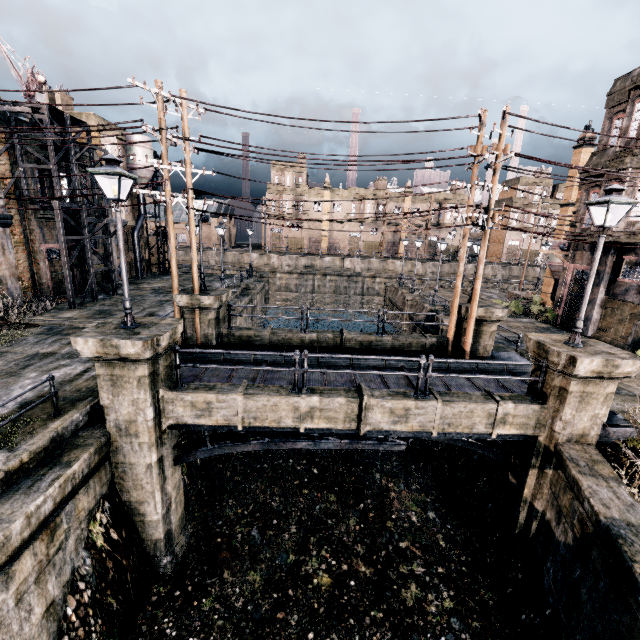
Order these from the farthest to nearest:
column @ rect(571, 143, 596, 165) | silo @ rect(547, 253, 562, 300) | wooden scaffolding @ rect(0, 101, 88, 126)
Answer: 1. silo @ rect(547, 253, 562, 300)
2. column @ rect(571, 143, 596, 165)
3. wooden scaffolding @ rect(0, 101, 88, 126)

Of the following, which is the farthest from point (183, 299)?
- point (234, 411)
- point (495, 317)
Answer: point (495, 317)

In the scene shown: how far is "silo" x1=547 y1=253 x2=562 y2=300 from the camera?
26.88m

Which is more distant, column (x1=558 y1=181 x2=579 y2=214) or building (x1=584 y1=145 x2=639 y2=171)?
column (x1=558 y1=181 x2=579 y2=214)

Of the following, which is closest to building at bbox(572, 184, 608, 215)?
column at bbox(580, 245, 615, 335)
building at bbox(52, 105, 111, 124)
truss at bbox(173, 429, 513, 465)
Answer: column at bbox(580, 245, 615, 335)

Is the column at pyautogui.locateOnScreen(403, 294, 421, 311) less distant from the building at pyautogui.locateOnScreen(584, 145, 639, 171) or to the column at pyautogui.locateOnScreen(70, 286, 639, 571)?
the building at pyautogui.locateOnScreen(584, 145, 639, 171)

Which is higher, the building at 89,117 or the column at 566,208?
the building at 89,117

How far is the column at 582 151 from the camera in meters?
26.2 m
